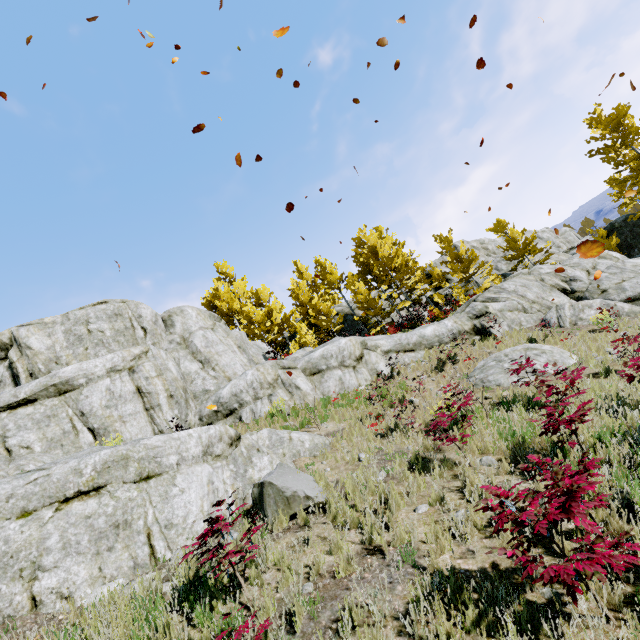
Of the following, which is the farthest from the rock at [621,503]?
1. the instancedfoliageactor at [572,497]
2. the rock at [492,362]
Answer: the rock at [492,362]

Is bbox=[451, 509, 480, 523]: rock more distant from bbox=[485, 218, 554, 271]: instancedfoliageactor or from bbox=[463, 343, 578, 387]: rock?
bbox=[463, 343, 578, 387]: rock

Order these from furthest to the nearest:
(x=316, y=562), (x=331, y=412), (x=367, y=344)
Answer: (x=367, y=344)
(x=331, y=412)
(x=316, y=562)

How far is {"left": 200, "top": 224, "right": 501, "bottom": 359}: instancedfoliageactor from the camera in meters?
24.1 m

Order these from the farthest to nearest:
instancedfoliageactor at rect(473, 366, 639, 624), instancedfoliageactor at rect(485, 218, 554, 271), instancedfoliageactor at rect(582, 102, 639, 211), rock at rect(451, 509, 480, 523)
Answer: instancedfoliageactor at rect(485, 218, 554, 271), instancedfoliageactor at rect(582, 102, 639, 211), rock at rect(451, 509, 480, 523), instancedfoliageactor at rect(473, 366, 639, 624)

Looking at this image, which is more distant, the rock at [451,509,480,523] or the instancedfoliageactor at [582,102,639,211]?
the instancedfoliageactor at [582,102,639,211]

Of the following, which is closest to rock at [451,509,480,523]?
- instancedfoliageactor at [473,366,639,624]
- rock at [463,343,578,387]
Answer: instancedfoliageactor at [473,366,639,624]

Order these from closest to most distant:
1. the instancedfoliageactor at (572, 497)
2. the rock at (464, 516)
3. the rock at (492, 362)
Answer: the instancedfoliageactor at (572, 497) < the rock at (464, 516) < the rock at (492, 362)
